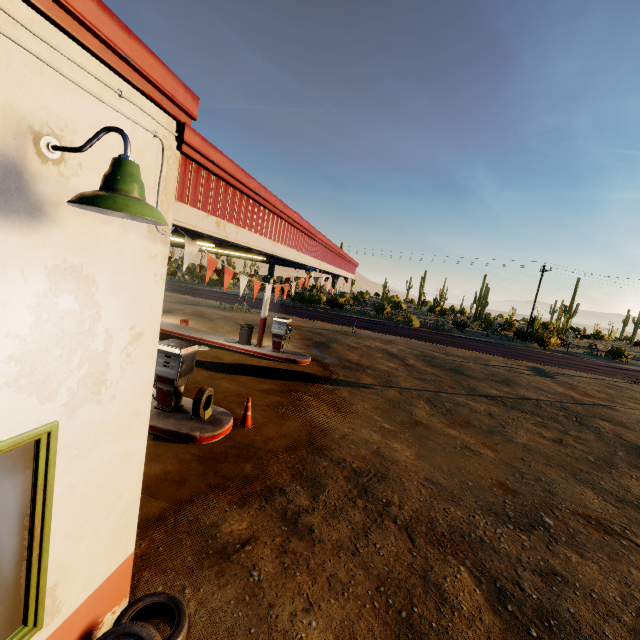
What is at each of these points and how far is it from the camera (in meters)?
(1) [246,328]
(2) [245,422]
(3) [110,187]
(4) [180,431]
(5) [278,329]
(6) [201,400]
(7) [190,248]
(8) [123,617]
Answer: (1) trash can, 14.30
(2) traffic cone, 7.60
(3) street light, 1.58
(4) curb, 6.54
(5) gas pump, 14.03
(6) tire, 6.89
(7) flag, 3.68
(8) tire, 3.10

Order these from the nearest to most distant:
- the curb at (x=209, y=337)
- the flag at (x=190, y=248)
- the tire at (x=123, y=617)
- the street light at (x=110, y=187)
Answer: the street light at (x=110, y=187), the tire at (x=123, y=617), the flag at (x=190, y=248), the curb at (x=209, y=337)

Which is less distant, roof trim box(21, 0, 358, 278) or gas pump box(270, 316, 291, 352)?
roof trim box(21, 0, 358, 278)

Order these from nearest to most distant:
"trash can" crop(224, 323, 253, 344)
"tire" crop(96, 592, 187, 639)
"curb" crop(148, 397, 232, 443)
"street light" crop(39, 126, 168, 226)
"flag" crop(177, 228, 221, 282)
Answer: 1. "street light" crop(39, 126, 168, 226)
2. "tire" crop(96, 592, 187, 639)
3. "flag" crop(177, 228, 221, 282)
4. "curb" crop(148, 397, 232, 443)
5. "trash can" crop(224, 323, 253, 344)

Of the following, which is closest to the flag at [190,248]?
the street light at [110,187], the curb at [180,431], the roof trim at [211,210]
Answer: the roof trim at [211,210]

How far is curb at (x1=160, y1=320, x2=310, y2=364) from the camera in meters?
13.8 m

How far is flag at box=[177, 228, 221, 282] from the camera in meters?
3.6

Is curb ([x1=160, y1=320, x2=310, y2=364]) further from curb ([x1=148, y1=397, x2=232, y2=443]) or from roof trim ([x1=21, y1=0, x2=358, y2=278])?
curb ([x1=148, y1=397, x2=232, y2=443])
